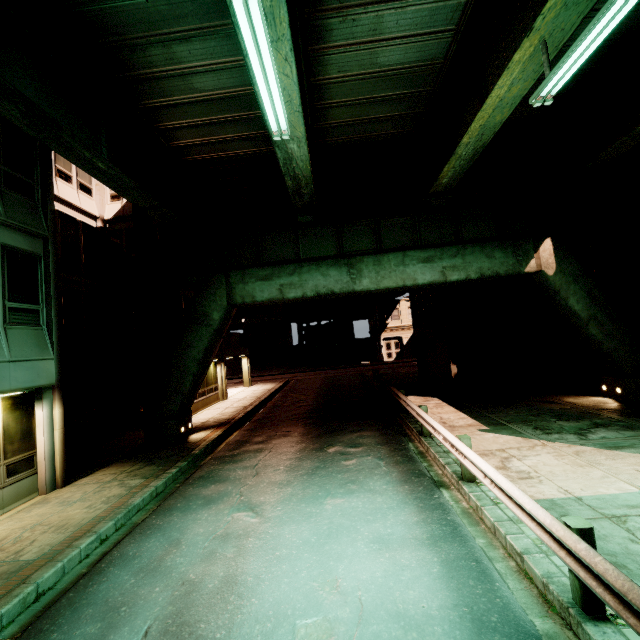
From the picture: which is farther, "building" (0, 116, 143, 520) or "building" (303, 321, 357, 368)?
"building" (303, 321, 357, 368)

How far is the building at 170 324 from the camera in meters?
16.9 m

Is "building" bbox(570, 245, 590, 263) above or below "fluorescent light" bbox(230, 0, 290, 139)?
below

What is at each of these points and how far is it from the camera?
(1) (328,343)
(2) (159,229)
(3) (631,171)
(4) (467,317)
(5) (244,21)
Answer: (1) building, 45.1 meters
(2) building, 17.3 meters
(3) building, 13.2 meters
(4) building, 16.2 meters
(5) fluorescent light, 4.5 meters

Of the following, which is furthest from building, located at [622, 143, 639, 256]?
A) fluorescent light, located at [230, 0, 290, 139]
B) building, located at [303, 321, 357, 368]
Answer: building, located at [303, 321, 357, 368]

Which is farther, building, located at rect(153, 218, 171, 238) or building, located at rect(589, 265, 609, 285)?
building, located at rect(153, 218, 171, 238)

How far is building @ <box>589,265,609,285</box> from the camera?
14.96m

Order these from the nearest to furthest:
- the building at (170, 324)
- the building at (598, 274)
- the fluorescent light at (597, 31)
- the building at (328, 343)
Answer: the fluorescent light at (597, 31) < the building at (598, 274) < the building at (170, 324) < the building at (328, 343)
